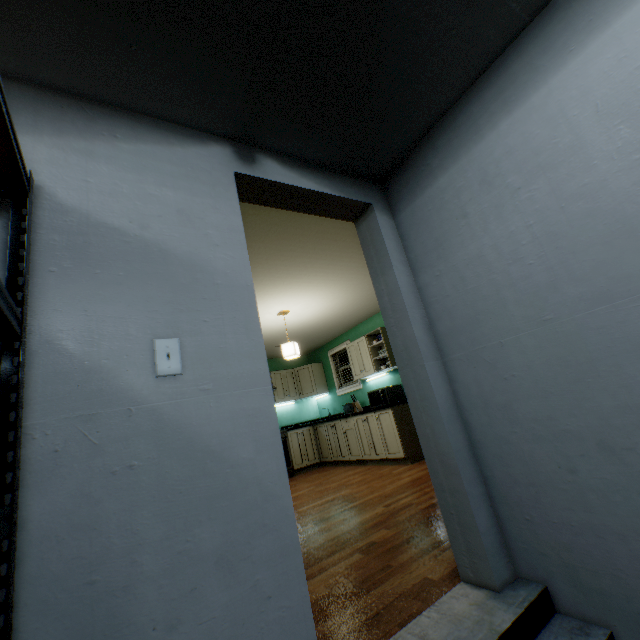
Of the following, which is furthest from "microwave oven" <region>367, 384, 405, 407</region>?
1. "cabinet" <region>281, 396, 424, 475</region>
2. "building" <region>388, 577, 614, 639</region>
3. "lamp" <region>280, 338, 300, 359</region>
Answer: "building" <region>388, 577, 614, 639</region>

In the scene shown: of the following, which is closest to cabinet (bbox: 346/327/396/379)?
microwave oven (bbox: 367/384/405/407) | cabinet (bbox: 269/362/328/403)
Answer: microwave oven (bbox: 367/384/405/407)

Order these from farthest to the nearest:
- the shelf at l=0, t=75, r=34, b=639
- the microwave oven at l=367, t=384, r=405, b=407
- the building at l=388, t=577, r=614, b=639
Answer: the microwave oven at l=367, t=384, r=405, b=407 < the building at l=388, t=577, r=614, b=639 < the shelf at l=0, t=75, r=34, b=639

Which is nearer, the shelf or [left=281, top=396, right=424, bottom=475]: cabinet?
the shelf

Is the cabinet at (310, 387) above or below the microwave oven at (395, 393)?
above

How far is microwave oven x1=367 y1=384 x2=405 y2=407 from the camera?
5.2m

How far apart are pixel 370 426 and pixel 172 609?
4.7 meters

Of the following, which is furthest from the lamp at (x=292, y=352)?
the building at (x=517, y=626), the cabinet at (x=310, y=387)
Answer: the building at (x=517, y=626)
